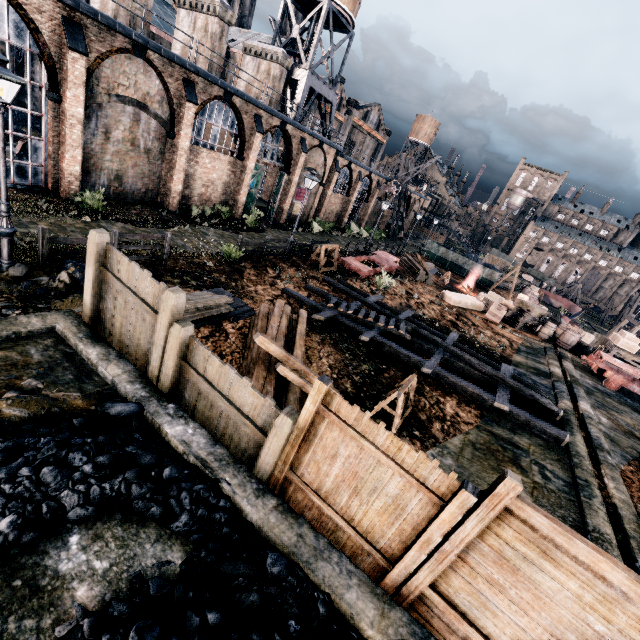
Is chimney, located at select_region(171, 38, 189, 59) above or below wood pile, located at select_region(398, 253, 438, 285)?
above

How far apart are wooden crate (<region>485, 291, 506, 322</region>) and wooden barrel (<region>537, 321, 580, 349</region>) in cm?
399

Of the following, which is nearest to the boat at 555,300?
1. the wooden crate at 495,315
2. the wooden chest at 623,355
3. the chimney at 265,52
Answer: the wooden chest at 623,355

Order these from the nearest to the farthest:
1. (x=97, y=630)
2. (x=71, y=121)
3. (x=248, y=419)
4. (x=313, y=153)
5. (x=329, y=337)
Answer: (x=97, y=630)
(x=248, y=419)
(x=329, y=337)
(x=71, y=121)
(x=313, y=153)

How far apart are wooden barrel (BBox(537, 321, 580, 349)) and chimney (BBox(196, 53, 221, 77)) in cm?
3184

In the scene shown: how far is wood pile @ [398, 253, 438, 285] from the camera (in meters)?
30.92

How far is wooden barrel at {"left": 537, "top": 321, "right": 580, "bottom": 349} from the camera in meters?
23.5 m

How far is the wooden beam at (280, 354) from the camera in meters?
7.5
